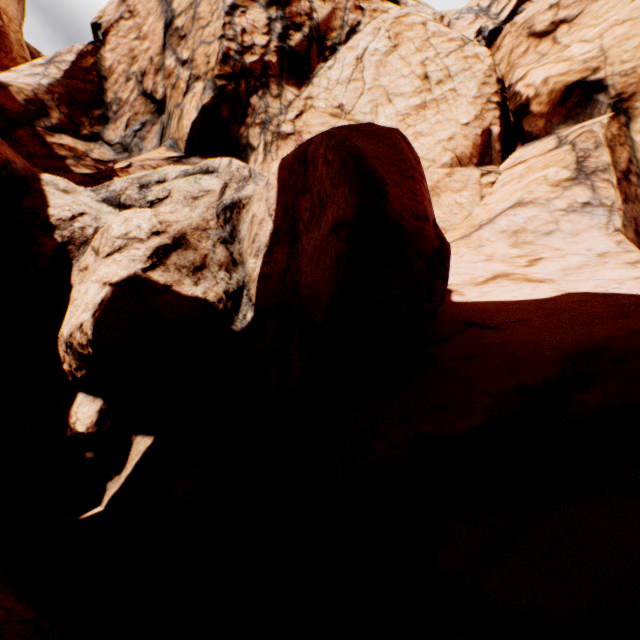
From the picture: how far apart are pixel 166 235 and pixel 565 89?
16.2m
